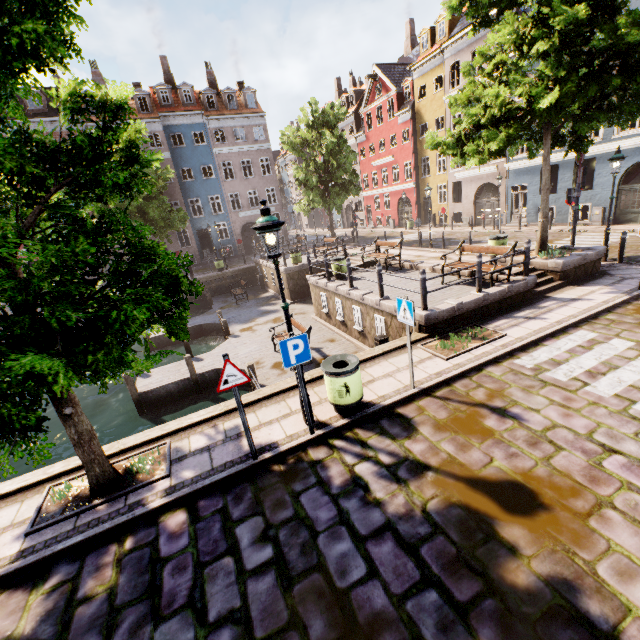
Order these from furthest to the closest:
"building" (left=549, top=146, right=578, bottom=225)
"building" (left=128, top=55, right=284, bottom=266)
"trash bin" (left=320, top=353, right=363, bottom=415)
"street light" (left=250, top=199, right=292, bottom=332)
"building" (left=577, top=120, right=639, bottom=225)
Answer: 1. "building" (left=128, top=55, right=284, bottom=266)
2. "building" (left=549, top=146, right=578, bottom=225)
3. "building" (left=577, top=120, right=639, bottom=225)
4. "trash bin" (left=320, top=353, right=363, bottom=415)
5. "street light" (left=250, top=199, right=292, bottom=332)

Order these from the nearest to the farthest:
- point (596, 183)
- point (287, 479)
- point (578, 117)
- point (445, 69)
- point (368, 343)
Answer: point (287, 479) → point (578, 117) → point (368, 343) → point (596, 183) → point (445, 69)

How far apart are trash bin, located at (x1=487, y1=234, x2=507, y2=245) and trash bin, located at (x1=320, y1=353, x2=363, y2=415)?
9.76m

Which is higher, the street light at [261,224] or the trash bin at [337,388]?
the street light at [261,224]

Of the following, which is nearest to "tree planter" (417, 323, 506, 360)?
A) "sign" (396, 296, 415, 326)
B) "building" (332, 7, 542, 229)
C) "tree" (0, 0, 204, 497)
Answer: "sign" (396, 296, 415, 326)

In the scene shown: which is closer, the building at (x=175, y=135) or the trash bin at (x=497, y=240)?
the trash bin at (x=497, y=240)

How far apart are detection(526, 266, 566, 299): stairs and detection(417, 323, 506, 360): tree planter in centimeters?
256cm

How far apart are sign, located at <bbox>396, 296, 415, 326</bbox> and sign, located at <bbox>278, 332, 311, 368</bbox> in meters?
2.0
